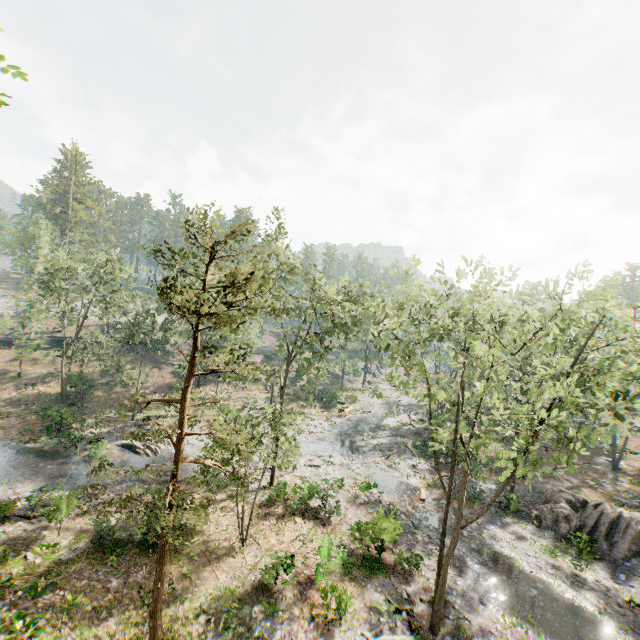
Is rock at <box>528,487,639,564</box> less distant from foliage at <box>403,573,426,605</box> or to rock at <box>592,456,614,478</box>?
foliage at <box>403,573,426,605</box>

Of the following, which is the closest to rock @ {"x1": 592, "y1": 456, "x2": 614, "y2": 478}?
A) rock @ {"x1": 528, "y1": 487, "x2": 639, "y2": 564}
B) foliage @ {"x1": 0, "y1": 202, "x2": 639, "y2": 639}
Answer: foliage @ {"x1": 0, "y1": 202, "x2": 639, "y2": 639}

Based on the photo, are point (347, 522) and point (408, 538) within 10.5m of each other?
yes

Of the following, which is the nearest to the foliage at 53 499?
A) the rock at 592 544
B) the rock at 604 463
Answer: the rock at 604 463

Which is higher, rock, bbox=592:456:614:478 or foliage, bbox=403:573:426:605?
rock, bbox=592:456:614:478

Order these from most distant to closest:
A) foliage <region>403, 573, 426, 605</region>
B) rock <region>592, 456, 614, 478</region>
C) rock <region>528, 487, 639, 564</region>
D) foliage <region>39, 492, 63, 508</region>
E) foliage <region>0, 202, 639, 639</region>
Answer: rock <region>592, 456, 614, 478</region> → rock <region>528, 487, 639, 564</region> → foliage <region>39, 492, 63, 508</region> → foliage <region>403, 573, 426, 605</region> → foliage <region>0, 202, 639, 639</region>

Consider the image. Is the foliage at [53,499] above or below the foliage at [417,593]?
above

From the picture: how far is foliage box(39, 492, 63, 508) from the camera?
19.0m
